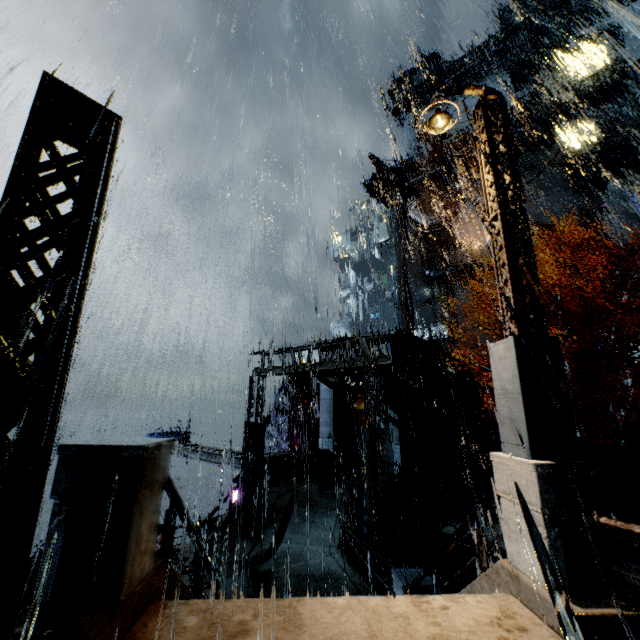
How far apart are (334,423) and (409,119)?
53.33m

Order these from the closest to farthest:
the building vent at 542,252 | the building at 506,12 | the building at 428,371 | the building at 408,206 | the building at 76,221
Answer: the building at 76,221 → the building at 428,371 → the building vent at 542,252 → the building at 408,206 → the building at 506,12

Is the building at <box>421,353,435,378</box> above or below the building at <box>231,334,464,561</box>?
above

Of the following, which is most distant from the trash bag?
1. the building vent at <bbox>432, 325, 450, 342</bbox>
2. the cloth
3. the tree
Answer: the building vent at <bbox>432, 325, 450, 342</bbox>

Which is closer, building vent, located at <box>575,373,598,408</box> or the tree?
the tree

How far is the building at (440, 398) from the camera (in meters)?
12.52

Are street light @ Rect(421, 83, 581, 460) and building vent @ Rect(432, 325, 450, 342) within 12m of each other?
no

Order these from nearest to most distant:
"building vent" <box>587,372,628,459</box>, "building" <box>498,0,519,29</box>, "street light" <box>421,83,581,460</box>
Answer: "street light" <box>421,83,581,460</box> → "building vent" <box>587,372,628,459</box> → "building" <box>498,0,519,29</box>
